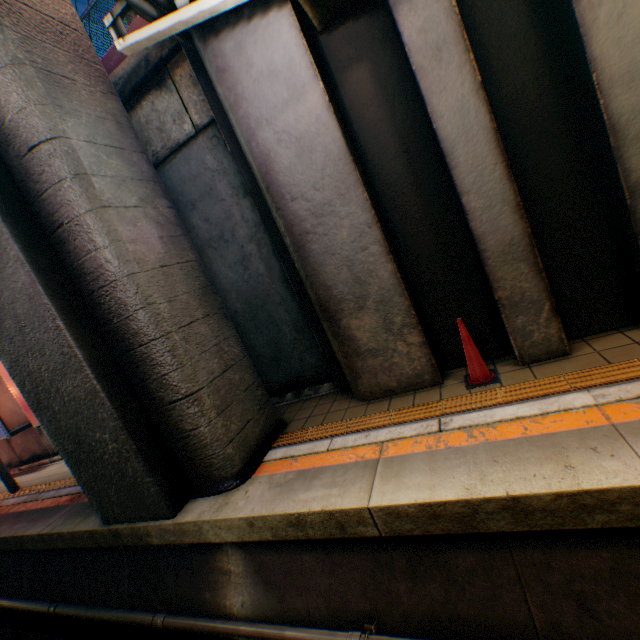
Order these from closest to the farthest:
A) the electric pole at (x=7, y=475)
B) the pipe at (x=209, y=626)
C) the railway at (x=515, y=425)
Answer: the railway at (x=515, y=425) < the pipe at (x=209, y=626) < the electric pole at (x=7, y=475)

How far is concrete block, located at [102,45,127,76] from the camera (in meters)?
5.64

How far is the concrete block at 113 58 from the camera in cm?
564

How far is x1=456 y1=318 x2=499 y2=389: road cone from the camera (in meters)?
3.85

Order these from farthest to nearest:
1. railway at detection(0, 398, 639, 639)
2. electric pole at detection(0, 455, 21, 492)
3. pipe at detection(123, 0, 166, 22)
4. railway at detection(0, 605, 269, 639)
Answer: electric pole at detection(0, 455, 21, 492) → railway at detection(0, 605, 269, 639) → pipe at detection(123, 0, 166, 22) → railway at detection(0, 398, 639, 639)

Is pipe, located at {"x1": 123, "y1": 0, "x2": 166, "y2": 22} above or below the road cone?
above

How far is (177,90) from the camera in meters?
5.1 m

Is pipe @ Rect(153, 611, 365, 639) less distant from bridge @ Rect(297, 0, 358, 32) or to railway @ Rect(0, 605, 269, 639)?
railway @ Rect(0, 605, 269, 639)
